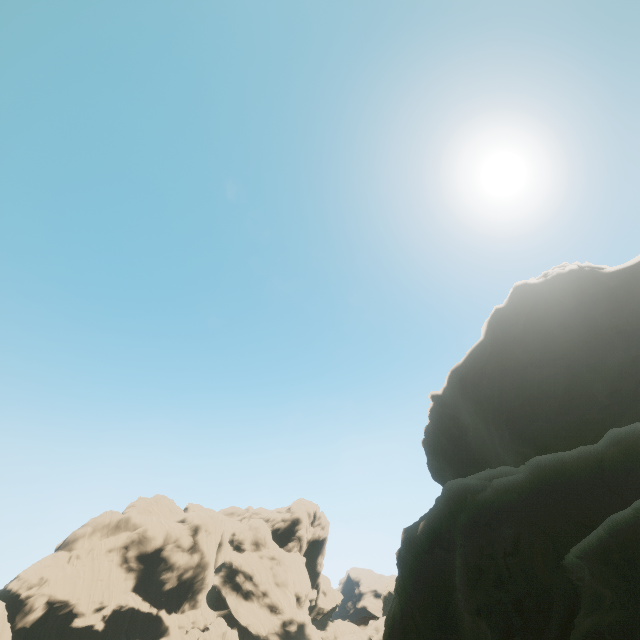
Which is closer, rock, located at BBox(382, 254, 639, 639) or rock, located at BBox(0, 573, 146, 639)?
rock, located at BBox(382, 254, 639, 639)

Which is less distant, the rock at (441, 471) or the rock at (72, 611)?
the rock at (441, 471)

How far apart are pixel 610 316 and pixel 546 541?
27.1 meters
